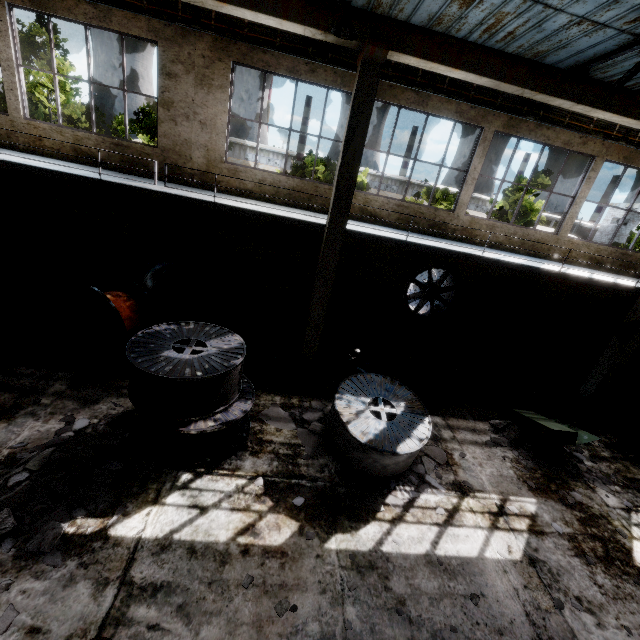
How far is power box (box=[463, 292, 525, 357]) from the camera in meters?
12.1

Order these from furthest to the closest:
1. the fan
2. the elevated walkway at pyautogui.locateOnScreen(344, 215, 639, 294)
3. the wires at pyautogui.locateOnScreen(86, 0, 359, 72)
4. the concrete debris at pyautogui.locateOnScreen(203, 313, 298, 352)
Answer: the fan < the concrete debris at pyautogui.locateOnScreen(203, 313, 298, 352) < the elevated walkway at pyautogui.locateOnScreen(344, 215, 639, 294) < the wires at pyautogui.locateOnScreen(86, 0, 359, 72)

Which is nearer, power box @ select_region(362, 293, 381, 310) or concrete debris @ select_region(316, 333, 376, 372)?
concrete debris @ select_region(316, 333, 376, 372)

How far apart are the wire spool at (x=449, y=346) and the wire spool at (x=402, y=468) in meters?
2.7

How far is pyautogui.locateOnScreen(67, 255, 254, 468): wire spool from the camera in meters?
5.4

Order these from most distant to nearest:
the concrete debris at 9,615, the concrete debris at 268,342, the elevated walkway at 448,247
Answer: the concrete debris at 268,342 → the elevated walkway at 448,247 → the concrete debris at 9,615

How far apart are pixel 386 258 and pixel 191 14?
8.82m

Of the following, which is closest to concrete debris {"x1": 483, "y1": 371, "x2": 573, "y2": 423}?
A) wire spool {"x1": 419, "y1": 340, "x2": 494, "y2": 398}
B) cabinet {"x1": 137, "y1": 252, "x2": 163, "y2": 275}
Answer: wire spool {"x1": 419, "y1": 340, "x2": 494, "y2": 398}
